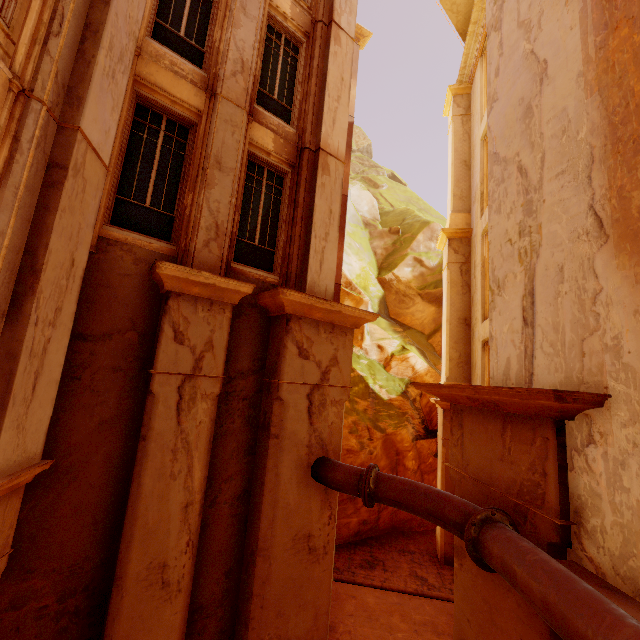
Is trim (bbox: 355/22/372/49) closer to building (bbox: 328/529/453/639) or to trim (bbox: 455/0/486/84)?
trim (bbox: 455/0/486/84)

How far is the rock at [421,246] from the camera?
13.7m

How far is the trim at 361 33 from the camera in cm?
1449

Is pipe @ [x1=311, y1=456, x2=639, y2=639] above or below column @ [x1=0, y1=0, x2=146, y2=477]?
below

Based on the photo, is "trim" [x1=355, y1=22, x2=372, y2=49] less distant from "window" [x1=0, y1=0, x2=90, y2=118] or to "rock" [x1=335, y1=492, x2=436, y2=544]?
"window" [x1=0, y1=0, x2=90, y2=118]

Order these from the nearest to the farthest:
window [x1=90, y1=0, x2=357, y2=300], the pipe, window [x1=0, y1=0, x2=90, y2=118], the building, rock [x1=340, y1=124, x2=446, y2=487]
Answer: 1. the pipe
2. window [x1=0, y1=0, x2=90, y2=118]
3. window [x1=90, y1=0, x2=357, y2=300]
4. the building
5. rock [x1=340, y1=124, x2=446, y2=487]

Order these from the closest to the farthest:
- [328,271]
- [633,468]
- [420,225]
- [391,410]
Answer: [633,468] → [328,271] → [391,410] → [420,225]

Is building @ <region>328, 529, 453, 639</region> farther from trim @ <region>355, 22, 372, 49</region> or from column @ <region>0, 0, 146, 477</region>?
trim @ <region>355, 22, 372, 49</region>
